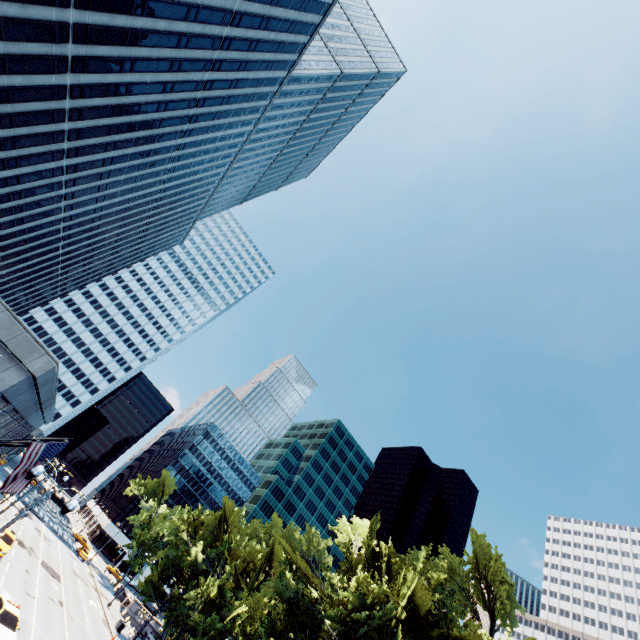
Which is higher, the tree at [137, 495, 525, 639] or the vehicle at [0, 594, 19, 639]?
the tree at [137, 495, 525, 639]

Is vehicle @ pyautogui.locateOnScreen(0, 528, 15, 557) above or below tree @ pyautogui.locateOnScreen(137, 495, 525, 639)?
below

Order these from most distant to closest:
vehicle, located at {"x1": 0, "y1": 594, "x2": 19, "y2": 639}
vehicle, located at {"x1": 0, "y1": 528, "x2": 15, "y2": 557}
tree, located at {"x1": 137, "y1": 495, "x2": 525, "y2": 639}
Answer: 1. vehicle, located at {"x1": 0, "y1": 528, "x2": 15, "y2": 557}
2. tree, located at {"x1": 137, "y1": 495, "x2": 525, "y2": 639}
3. vehicle, located at {"x1": 0, "y1": 594, "x2": 19, "y2": 639}

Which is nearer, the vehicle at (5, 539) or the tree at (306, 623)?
the tree at (306, 623)

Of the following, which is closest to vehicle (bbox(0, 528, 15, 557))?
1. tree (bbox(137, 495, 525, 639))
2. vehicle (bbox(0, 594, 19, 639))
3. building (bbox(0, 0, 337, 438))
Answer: building (bbox(0, 0, 337, 438))

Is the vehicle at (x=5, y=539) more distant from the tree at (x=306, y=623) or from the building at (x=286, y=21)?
the tree at (x=306, y=623)

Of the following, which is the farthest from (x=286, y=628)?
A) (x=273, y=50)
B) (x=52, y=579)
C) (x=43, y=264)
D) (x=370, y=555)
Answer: (x=273, y=50)
